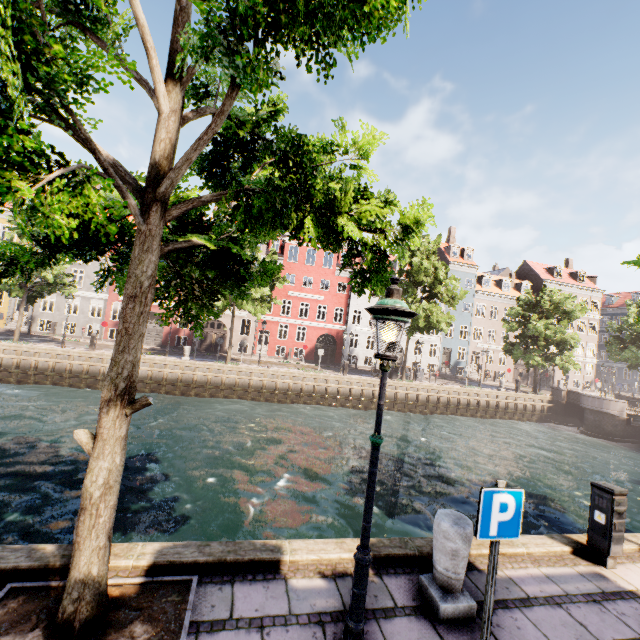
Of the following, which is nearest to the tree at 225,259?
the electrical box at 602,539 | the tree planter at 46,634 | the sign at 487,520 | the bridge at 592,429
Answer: the tree planter at 46,634

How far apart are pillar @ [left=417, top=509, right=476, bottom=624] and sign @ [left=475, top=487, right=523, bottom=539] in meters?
0.9 m

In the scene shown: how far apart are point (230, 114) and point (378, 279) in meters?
3.4 m

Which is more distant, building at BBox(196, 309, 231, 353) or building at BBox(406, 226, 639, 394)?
building at BBox(406, 226, 639, 394)

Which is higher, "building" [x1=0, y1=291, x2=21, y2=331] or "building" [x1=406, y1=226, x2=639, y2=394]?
"building" [x1=406, y1=226, x2=639, y2=394]

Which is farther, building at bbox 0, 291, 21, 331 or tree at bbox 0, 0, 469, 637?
building at bbox 0, 291, 21, 331

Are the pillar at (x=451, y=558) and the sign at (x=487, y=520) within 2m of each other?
yes

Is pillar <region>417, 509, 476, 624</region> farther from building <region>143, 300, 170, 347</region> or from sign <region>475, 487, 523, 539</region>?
building <region>143, 300, 170, 347</region>
